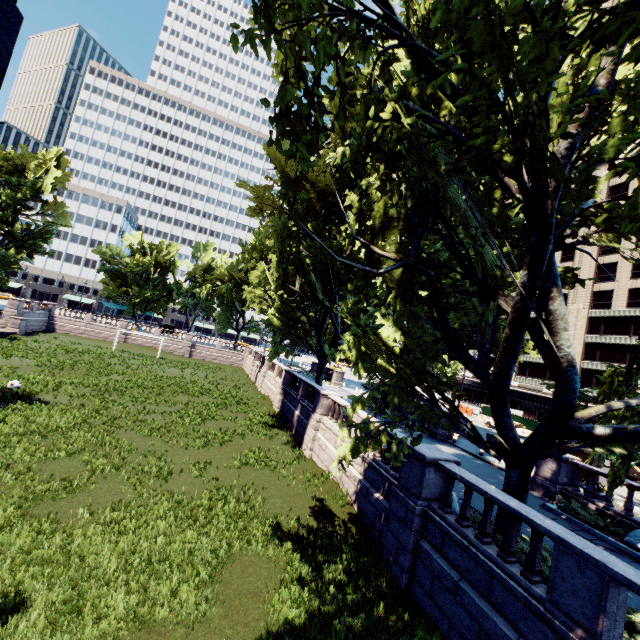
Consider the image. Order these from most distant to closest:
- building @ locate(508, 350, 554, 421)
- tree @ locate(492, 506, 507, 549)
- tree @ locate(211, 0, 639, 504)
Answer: building @ locate(508, 350, 554, 421) → tree @ locate(492, 506, 507, 549) → tree @ locate(211, 0, 639, 504)

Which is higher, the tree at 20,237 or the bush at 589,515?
the tree at 20,237

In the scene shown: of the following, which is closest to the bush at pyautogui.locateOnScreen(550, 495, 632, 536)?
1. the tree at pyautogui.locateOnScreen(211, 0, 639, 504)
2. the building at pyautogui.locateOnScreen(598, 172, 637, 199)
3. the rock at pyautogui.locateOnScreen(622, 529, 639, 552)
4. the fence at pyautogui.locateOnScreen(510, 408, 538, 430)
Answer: the rock at pyautogui.locateOnScreen(622, 529, 639, 552)

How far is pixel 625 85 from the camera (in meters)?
7.00

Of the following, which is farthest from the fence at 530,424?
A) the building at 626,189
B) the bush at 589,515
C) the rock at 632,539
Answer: the bush at 589,515

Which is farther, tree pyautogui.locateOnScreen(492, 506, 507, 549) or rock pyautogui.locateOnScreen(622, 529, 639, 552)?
rock pyautogui.locateOnScreen(622, 529, 639, 552)

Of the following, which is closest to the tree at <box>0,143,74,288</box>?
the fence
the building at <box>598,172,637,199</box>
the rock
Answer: the rock
